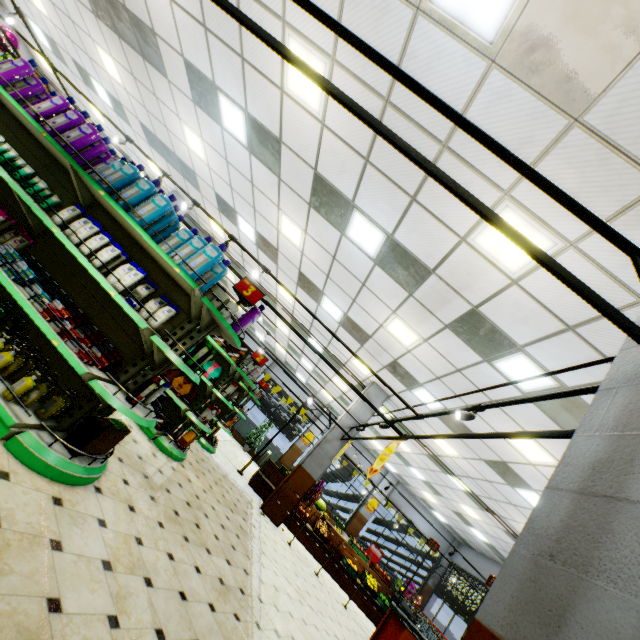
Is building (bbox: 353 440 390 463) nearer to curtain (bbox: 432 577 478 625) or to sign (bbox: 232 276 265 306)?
curtain (bbox: 432 577 478 625)

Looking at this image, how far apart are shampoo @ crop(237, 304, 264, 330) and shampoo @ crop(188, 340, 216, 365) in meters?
0.3 m

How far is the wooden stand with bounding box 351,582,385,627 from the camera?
9.5 meters

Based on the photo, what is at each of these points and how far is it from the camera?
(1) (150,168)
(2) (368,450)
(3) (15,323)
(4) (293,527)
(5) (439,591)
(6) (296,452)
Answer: (1) building, 12.5m
(2) building, 19.2m
(3) shampoo, 3.2m
(4) wooden stand, 10.1m
(5) curtain, 16.4m
(6) building, 18.5m

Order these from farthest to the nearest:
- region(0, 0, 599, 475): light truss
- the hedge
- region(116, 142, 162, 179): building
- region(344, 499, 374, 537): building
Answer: the hedge
region(344, 499, 374, 537): building
region(116, 142, 162, 179): building
region(0, 0, 599, 475): light truss

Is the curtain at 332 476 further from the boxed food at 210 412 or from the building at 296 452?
the boxed food at 210 412

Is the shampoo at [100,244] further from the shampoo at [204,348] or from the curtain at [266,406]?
the curtain at [266,406]

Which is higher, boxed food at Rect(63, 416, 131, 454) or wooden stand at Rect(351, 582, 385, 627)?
boxed food at Rect(63, 416, 131, 454)
